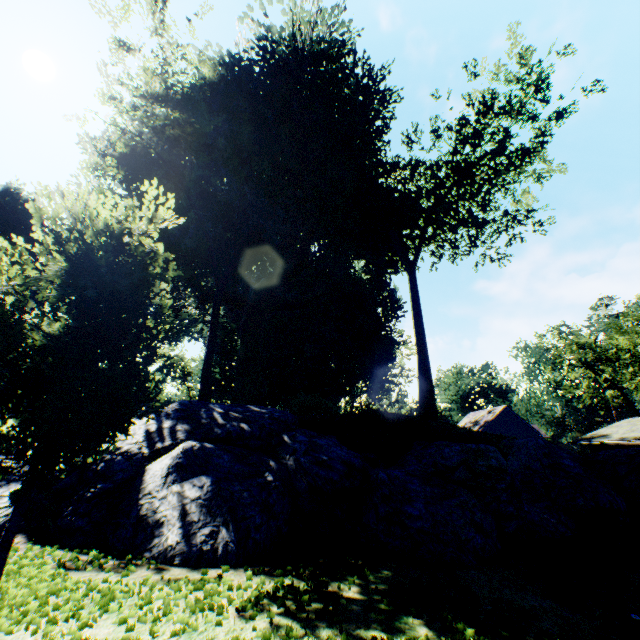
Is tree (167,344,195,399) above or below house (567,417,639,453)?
above

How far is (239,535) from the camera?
5.6 meters

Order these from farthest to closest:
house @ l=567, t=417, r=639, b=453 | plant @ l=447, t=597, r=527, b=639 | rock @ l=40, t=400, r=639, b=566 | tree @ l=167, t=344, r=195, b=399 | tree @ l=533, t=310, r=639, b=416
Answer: tree @ l=167, t=344, r=195, b=399
tree @ l=533, t=310, r=639, b=416
house @ l=567, t=417, r=639, b=453
rock @ l=40, t=400, r=639, b=566
plant @ l=447, t=597, r=527, b=639

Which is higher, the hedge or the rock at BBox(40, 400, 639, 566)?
the hedge

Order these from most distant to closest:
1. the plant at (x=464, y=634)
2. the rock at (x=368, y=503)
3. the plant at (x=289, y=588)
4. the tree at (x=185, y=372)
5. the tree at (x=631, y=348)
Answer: the tree at (x=185, y=372) < the tree at (x=631, y=348) < the rock at (x=368, y=503) < the plant at (x=289, y=588) < the plant at (x=464, y=634)

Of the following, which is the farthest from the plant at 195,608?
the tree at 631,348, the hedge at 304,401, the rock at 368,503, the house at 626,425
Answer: the tree at 631,348

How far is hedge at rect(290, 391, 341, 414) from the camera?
13.71m

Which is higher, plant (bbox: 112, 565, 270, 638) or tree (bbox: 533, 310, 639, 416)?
tree (bbox: 533, 310, 639, 416)
